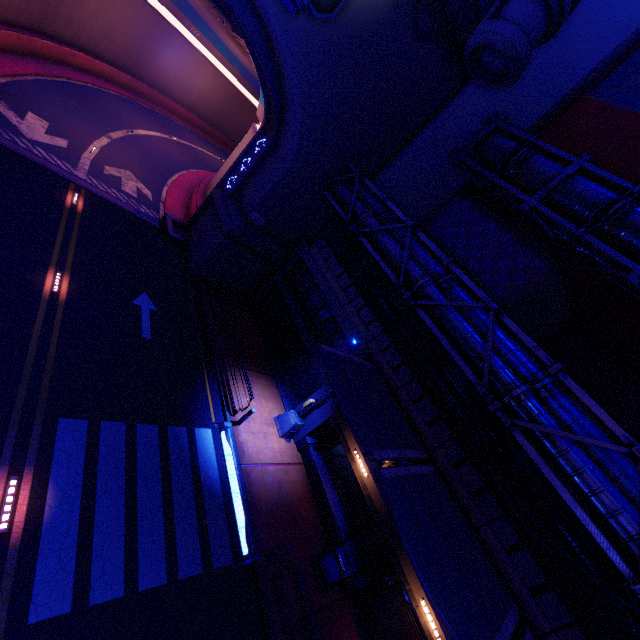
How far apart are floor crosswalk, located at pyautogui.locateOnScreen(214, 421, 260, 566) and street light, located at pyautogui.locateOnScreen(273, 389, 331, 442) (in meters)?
2.60

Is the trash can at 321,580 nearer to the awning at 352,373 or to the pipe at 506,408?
the awning at 352,373

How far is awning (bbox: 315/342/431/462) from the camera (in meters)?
9.04

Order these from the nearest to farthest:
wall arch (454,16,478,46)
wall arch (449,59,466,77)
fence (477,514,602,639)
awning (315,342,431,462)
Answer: fence (477,514,602,639) → awning (315,342,431,462) → wall arch (454,16,478,46) → wall arch (449,59,466,77)

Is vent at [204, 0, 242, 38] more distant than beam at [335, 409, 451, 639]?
Yes

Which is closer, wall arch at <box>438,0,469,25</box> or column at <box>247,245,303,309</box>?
wall arch at <box>438,0,469,25</box>

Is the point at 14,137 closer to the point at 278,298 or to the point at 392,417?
the point at 278,298

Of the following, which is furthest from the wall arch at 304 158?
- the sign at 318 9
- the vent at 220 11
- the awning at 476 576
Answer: the awning at 476 576
